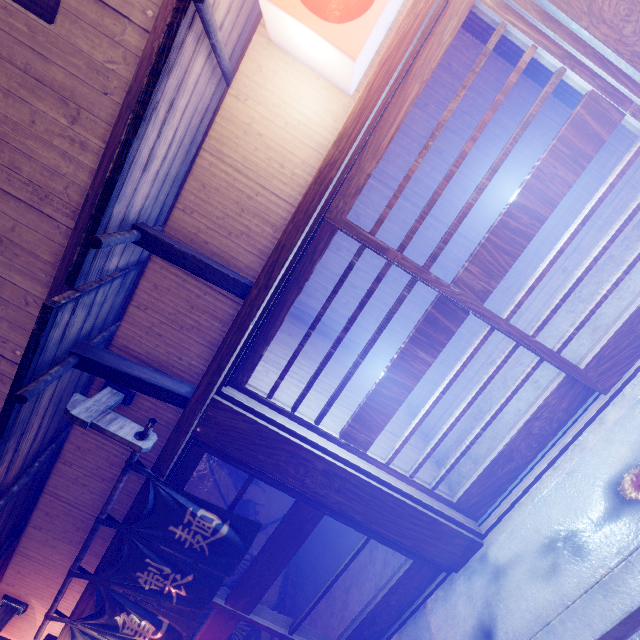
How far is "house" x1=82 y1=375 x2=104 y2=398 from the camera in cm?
541

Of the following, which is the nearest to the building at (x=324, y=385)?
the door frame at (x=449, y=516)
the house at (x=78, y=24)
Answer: the house at (x=78, y=24)

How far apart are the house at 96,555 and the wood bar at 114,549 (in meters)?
0.03

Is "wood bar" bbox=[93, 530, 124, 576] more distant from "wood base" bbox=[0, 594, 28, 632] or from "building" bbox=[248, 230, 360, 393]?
"building" bbox=[248, 230, 360, 393]

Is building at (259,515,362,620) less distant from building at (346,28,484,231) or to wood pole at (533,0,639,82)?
building at (346,28,484,231)

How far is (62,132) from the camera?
4.4m

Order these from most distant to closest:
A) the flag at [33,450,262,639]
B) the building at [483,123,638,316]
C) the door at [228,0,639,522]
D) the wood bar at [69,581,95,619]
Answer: the building at [483,123,638,316] < the wood bar at [69,581,95,619] < the flag at [33,450,262,639] < the door at [228,0,639,522]

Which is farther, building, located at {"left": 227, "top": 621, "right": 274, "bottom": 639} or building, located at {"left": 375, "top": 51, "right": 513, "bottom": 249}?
building, located at {"left": 375, "top": 51, "right": 513, "bottom": 249}
